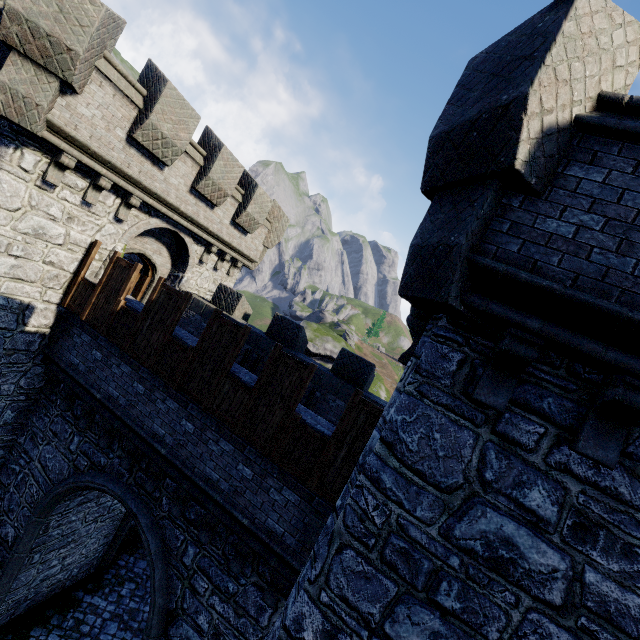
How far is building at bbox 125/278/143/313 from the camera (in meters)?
9.08

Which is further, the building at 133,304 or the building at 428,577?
the building at 133,304

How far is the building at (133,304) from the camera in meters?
9.1 m

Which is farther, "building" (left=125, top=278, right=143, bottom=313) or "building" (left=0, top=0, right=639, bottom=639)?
"building" (left=125, top=278, right=143, bottom=313)

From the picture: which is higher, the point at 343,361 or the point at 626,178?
the point at 626,178
